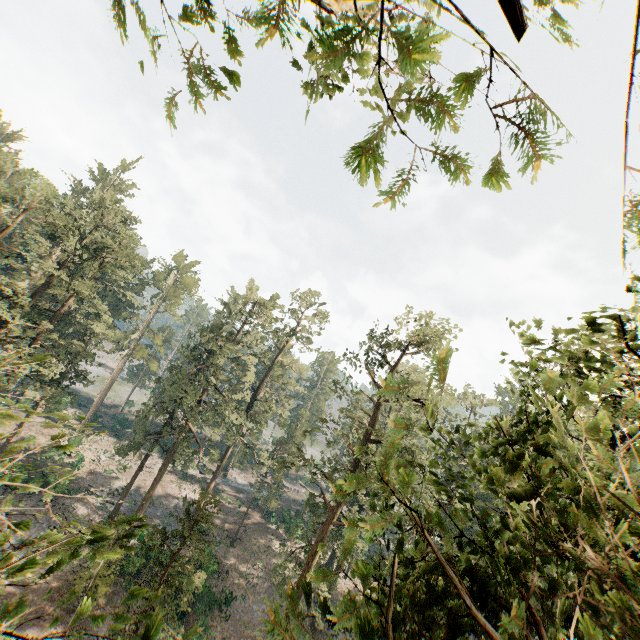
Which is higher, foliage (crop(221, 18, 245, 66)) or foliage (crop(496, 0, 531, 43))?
foliage (crop(221, 18, 245, 66))

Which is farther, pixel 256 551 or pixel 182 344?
pixel 256 551

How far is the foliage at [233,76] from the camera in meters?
1.8

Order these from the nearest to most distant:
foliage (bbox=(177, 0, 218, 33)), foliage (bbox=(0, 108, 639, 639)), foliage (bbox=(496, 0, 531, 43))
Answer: foliage (bbox=(496, 0, 531, 43))
foliage (bbox=(177, 0, 218, 33))
foliage (bbox=(0, 108, 639, 639))

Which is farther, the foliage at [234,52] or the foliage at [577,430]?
the foliage at [577,430]

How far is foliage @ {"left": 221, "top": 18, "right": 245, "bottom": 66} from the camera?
1.6m
